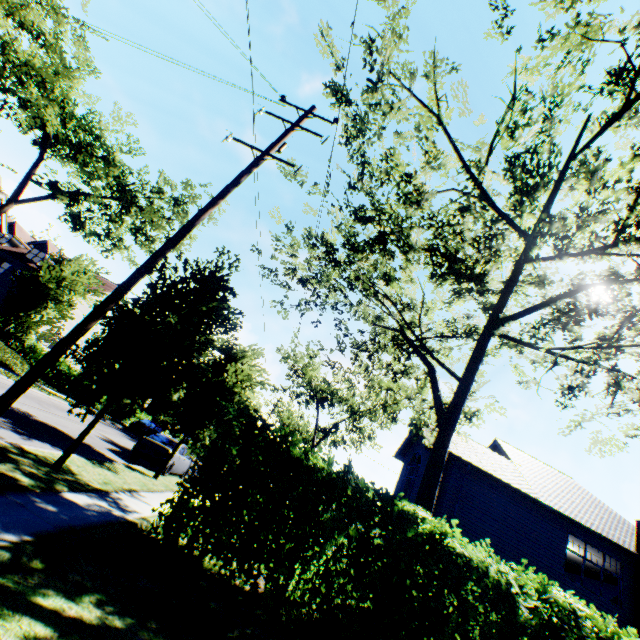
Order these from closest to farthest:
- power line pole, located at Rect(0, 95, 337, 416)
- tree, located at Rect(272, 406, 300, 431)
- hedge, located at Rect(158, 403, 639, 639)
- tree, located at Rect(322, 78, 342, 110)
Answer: power line pole, located at Rect(0, 95, 337, 416) → hedge, located at Rect(158, 403, 639, 639) → tree, located at Rect(322, 78, 342, 110) → tree, located at Rect(272, 406, 300, 431)

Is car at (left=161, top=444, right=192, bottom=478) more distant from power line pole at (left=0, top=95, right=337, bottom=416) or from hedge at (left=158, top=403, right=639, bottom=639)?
power line pole at (left=0, top=95, right=337, bottom=416)

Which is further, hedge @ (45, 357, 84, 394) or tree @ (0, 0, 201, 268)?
hedge @ (45, 357, 84, 394)

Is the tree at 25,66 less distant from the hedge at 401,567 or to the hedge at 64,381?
the hedge at 401,567

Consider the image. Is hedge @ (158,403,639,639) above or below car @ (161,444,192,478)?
above

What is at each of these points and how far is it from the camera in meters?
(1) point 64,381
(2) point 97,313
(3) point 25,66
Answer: (1) hedge, 26.9
(2) power line pole, 6.3
(3) tree, 21.1

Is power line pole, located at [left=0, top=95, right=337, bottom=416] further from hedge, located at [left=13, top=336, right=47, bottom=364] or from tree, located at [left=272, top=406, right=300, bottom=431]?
hedge, located at [left=13, top=336, right=47, bottom=364]

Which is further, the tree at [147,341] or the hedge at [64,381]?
the hedge at [64,381]
